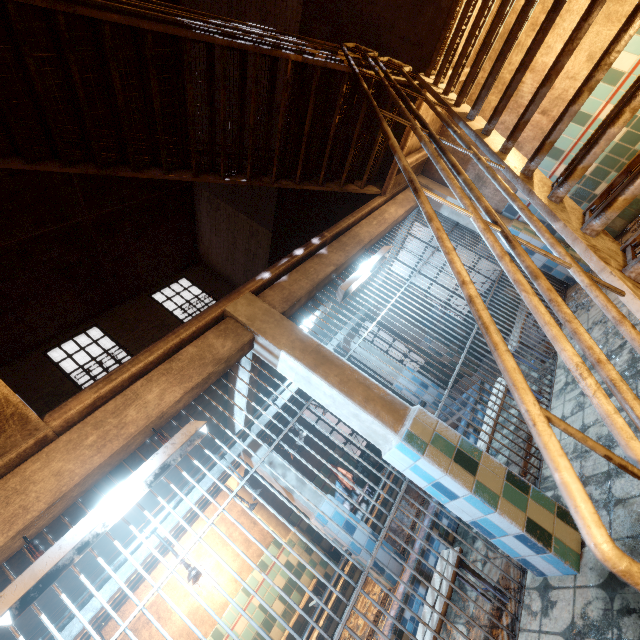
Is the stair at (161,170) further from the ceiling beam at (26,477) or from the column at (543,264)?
the ceiling beam at (26,477)

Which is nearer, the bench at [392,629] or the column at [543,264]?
the bench at [392,629]

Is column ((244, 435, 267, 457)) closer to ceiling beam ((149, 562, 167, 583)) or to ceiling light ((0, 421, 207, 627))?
ceiling beam ((149, 562, 167, 583))

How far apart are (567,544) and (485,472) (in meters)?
0.60

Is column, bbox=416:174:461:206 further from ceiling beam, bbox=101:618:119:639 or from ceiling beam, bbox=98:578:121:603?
ceiling beam, bbox=101:618:119:639

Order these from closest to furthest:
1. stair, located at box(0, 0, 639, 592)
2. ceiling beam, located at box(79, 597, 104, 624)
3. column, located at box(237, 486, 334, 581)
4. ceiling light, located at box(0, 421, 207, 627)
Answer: stair, located at box(0, 0, 639, 592) < ceiling light, located at box(0, 421, 207, 627) < ceiling beam, located at box(79, 597, 104, 624) < column, located at box(237, 486, 334, 581)

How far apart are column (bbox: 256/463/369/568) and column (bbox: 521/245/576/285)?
4.7 meters
